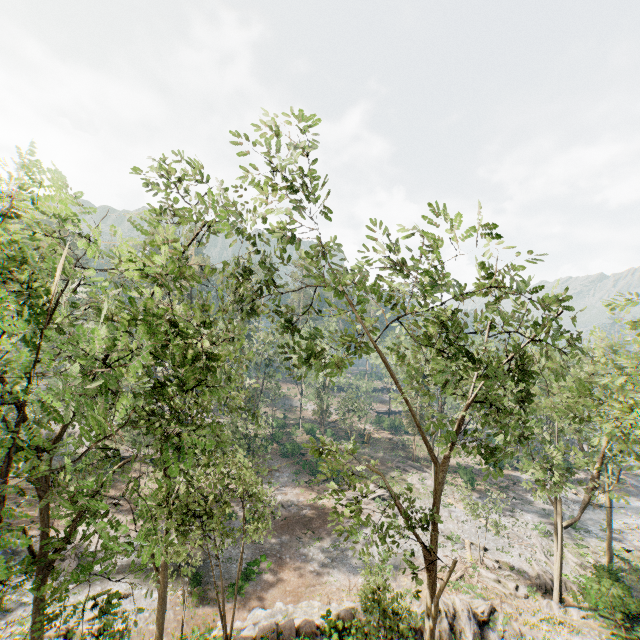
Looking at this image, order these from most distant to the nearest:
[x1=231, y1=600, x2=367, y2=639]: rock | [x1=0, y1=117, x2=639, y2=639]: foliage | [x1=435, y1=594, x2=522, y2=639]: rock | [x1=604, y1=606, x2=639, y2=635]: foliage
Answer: [x1=435, y1=594, x2=522, y2=639]: rock, [x1=604, y1=606, x2=639, y2=635]: foliage, [x1=231, y1=600, x2=367, y2=639]: rock, [x1=0, y1=117, x2=639, y2=639]: foliage

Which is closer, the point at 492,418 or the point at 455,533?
the point at 492,418

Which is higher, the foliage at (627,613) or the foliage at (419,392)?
the foliage at (419,392)

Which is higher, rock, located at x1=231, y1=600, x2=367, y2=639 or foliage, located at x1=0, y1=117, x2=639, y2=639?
foliage, located at x1=0, y1=117, x2=639, y2=639

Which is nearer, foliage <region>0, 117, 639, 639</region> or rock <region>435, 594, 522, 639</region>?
foliage <region>0, 117, 639, 639</region>

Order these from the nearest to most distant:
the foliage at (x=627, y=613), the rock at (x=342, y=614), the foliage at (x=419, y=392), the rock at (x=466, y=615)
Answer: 1. the foliage at (x=419, y=392)
2. the rock at (x=342, y=614)
3. the foliage at (x=627, y=613)
4. the rock at (x=466, y=615)
